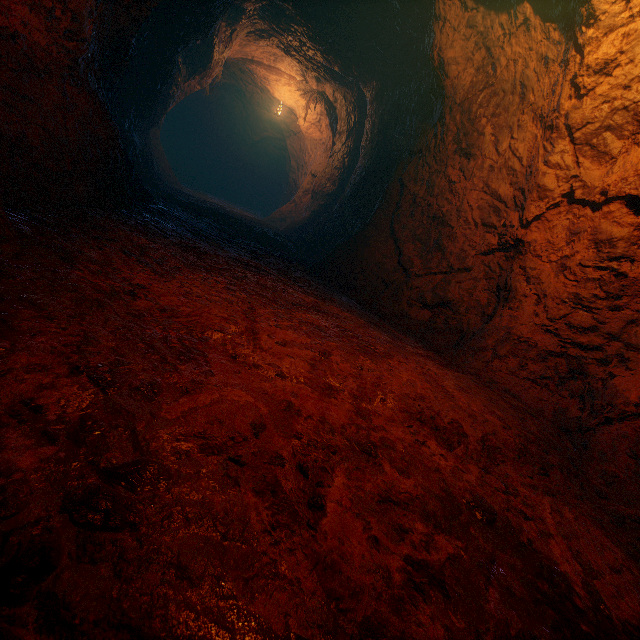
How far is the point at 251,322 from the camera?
2.64m
